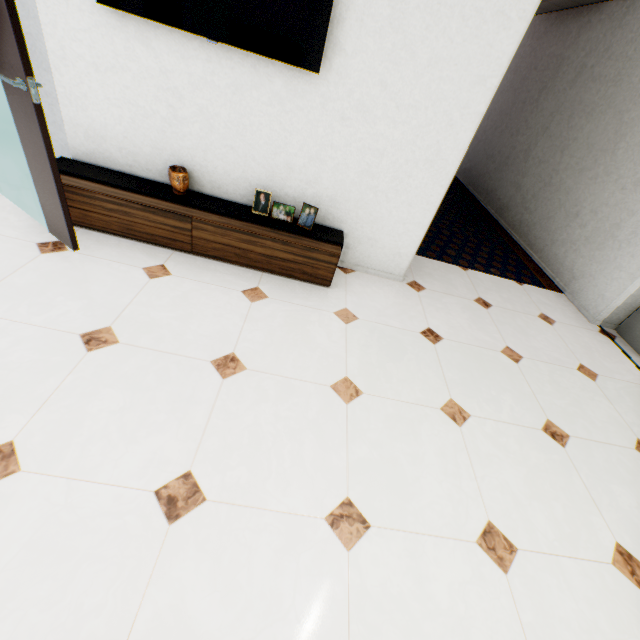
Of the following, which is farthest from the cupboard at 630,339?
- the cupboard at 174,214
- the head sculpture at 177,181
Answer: the head sculpture at 177,181

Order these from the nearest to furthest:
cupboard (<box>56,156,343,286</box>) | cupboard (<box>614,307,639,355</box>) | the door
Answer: the door < cupboard (<box>56,156,343,286</box>) < cupboard (<box>614,307,639,355</box>)

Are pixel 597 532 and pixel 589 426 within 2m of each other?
yes

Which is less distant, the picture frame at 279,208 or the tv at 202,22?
the tv at 202,22

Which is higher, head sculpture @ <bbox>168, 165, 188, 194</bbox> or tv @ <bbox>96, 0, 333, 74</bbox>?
tv @ <bbox>96, 0, 333, 74</bbox>

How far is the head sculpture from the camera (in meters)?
2.55

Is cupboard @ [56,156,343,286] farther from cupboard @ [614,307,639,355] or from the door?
cupboard @ [614,307,639,355]

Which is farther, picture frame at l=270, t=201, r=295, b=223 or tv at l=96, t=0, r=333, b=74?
picture frame at l=270, t=201, r=295, b=223
